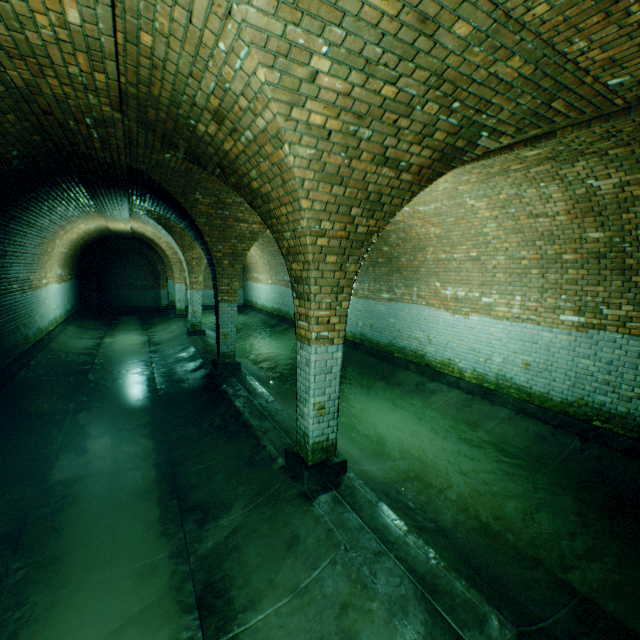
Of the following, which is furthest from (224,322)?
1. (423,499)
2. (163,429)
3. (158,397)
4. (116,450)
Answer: (423,499)

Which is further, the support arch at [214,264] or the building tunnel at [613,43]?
the building tunnel at [613,43]

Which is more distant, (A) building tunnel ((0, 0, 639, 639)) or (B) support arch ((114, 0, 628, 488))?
(A) building tunnel ((0, 0, 639, 639))
